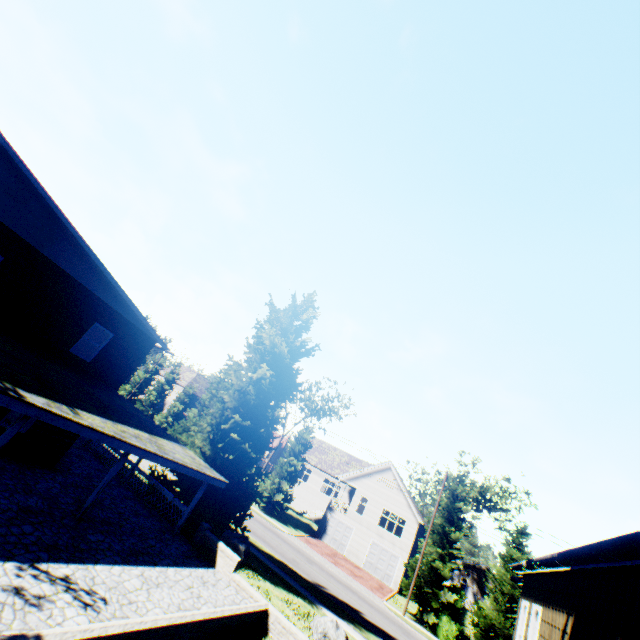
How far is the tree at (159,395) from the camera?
47.7m

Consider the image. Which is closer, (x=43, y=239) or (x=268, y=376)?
(x=43, y=239)

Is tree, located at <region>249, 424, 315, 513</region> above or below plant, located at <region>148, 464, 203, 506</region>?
above

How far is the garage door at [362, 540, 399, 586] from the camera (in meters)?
33.22

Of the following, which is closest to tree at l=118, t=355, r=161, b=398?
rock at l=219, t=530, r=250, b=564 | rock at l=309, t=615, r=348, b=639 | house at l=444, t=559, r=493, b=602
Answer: house at l=444, t=559, r=493, b=602

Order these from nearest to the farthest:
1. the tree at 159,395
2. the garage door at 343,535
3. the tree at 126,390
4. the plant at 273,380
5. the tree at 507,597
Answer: the plant at 273,380 < the tree at 507,597 < the garage door at 343,535 < the tree at 159,395 < the tree at 126,390

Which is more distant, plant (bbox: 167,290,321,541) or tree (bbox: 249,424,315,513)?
tree (bbox: 249,424,315,513)

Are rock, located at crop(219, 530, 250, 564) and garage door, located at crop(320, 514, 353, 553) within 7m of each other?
no
